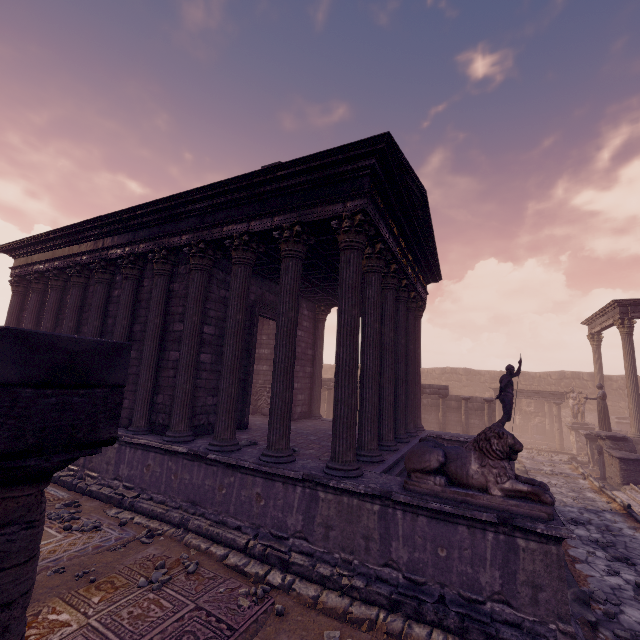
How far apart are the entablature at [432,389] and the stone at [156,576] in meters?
14.3

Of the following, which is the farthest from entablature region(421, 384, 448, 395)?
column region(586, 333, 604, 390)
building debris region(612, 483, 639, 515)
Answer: column region(586, 333, 604, 390)

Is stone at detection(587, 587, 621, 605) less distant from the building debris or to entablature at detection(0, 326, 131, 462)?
the building debris

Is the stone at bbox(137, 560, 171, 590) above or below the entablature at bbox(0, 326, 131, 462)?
below

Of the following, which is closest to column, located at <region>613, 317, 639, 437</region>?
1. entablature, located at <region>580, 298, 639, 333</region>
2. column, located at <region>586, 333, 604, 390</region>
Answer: entablature, located at <region>580, 298, 639, 333</region>

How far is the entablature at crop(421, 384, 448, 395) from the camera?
16.69m

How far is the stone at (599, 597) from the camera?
5.4m

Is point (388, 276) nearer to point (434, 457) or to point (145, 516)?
point (434, 457)
